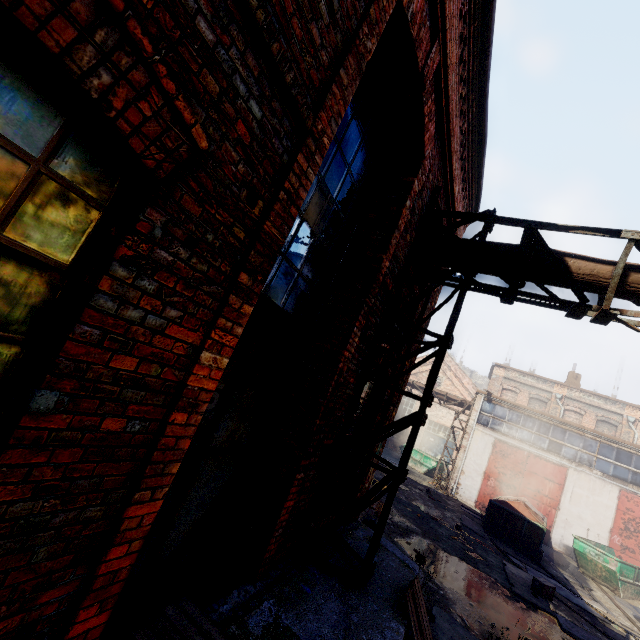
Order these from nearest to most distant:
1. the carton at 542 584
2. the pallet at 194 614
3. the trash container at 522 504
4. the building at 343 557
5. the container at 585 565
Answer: the pallet at 194 614 < the building at 343 557 < the carton at 542 584 < the container at 585 565 < the trash container at 522 504

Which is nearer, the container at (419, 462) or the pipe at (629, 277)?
the pipe at (629, 277)

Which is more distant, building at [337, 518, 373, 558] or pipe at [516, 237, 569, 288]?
building at [337, 518, 373, 558]

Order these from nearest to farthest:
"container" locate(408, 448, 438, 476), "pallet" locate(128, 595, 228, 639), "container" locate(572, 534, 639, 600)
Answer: "pallet" locate(128, 595, 228, 639)
"container" locate(572, 534, 639, 600)
"container" locate(408, 448, 438, 476)

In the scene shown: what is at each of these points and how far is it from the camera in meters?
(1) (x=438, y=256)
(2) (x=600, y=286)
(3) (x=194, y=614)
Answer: (1) pipe, 5.4 m
(2) pipe, 4.3 m
(3) pallet, 2.6 m

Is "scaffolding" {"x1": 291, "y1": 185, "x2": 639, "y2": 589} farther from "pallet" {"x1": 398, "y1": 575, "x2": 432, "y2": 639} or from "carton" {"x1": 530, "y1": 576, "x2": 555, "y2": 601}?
"carton" {"x1": 530, "y1": 576, "x2": 555, "y2": 601}

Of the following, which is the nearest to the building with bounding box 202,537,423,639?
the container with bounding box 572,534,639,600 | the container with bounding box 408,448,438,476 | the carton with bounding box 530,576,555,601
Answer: the carton with bounding box 530,576,555,601

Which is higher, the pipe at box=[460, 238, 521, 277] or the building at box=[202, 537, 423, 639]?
the pipe at box=[460, 238, 521, 277]
